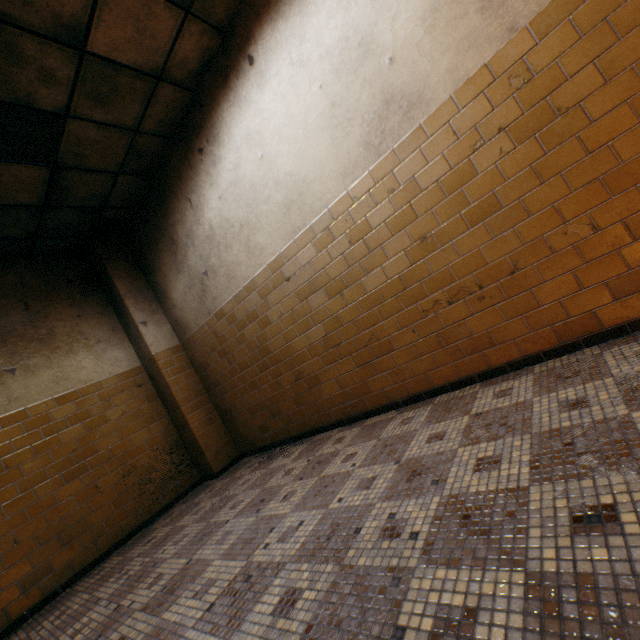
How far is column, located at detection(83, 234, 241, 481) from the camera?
4.61m

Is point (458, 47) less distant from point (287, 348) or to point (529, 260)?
point (529, 260)

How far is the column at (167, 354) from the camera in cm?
461
